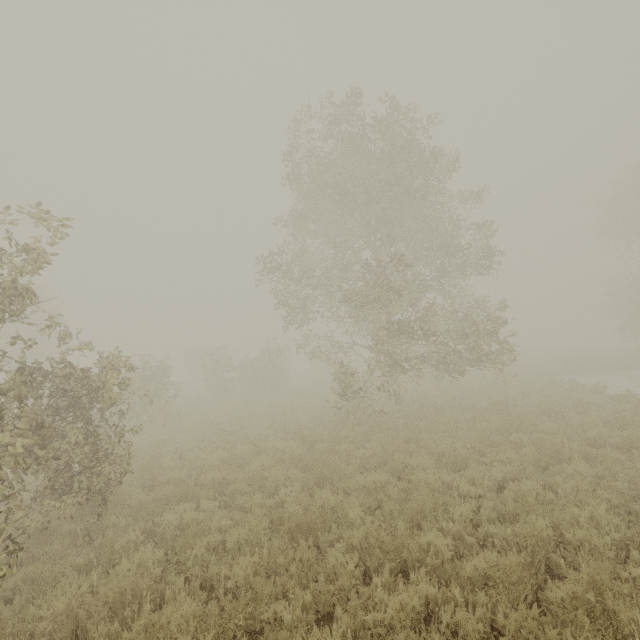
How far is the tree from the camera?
12.5m

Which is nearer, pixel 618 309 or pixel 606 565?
pixel 606 565

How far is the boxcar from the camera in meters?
46.0 m

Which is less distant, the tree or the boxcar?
the tree

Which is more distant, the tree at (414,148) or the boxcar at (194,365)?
the boxcar at (194,365)

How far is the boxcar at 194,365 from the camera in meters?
46.0 m
